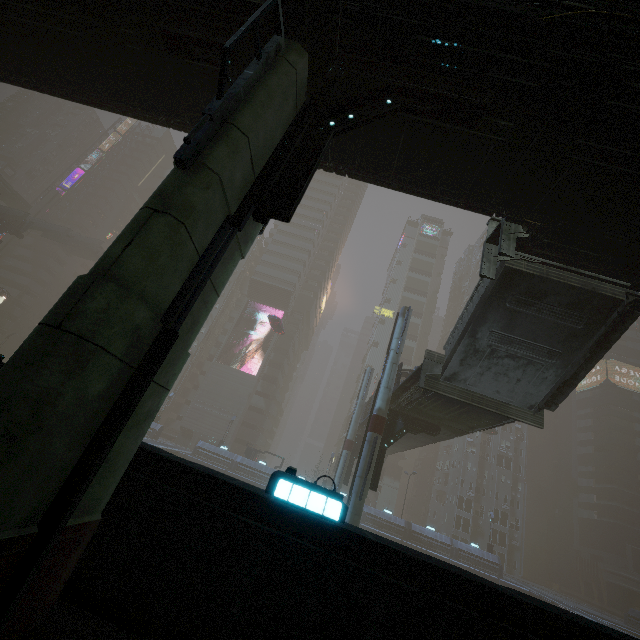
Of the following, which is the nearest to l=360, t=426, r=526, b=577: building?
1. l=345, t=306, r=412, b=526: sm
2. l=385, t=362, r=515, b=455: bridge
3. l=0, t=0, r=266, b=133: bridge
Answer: l=345, t=306, r=412, b=526: sm

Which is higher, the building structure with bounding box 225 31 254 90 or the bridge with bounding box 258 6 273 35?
the bridge with bounding box 258 6 273 35

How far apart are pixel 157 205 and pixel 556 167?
9.24m

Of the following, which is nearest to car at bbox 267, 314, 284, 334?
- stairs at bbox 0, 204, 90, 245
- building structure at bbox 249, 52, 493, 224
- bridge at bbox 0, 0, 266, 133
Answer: bridge at bbox 0, 0, 266, 133

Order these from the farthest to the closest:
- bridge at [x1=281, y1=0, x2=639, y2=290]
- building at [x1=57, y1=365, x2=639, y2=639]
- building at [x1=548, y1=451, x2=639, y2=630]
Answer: building at [x1=548, y1=451, x2=639, y2=630]
bridge at [x1=281, y1=0, x2=639, y2=290]
building at [x1=57, y1=365, x2=639, y2=639]

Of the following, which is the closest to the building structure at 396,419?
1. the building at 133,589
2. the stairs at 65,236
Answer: the building at 133,589

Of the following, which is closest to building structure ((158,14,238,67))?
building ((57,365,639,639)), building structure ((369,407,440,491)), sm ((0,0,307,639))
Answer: sm ((0,0,307,639))

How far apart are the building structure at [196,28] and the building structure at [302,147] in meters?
0.7 m
